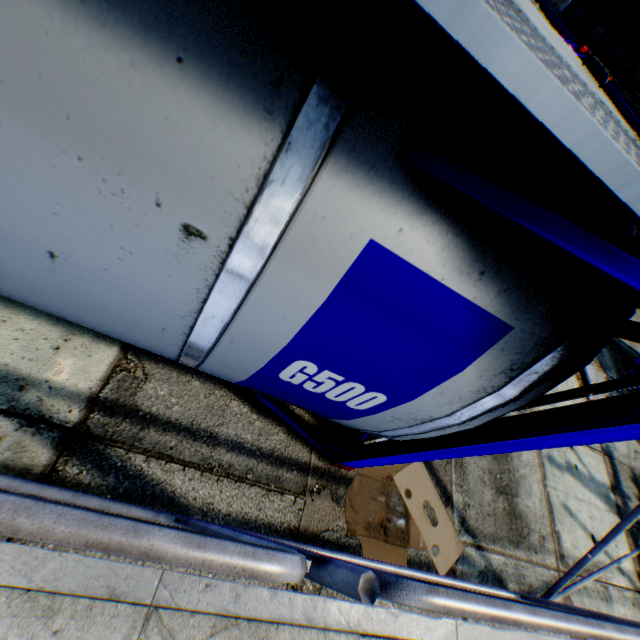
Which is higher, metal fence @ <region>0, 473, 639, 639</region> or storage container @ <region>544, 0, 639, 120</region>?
storage container @ <region>544, 0, 639, 120</region>

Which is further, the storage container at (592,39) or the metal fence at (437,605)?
the storage container at (592,39)

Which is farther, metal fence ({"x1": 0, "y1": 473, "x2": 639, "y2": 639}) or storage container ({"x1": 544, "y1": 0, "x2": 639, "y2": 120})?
storage container ({"x1": 544, "y1": 0, "x2": 639, "y2": 120})

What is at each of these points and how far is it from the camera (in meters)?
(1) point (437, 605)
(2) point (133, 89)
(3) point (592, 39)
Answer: (1) metal fence, 0.91
(2) tank container, 0.86
(3) storage container, 17.16

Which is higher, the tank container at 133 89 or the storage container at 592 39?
the storage container at 592 39

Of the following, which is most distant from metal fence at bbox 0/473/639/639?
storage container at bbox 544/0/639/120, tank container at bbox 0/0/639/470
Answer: storage container at bbox 544/0/639/120

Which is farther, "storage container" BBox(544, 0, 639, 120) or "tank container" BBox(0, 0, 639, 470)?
"storage container" BBox(544, 0, 639, 120)
